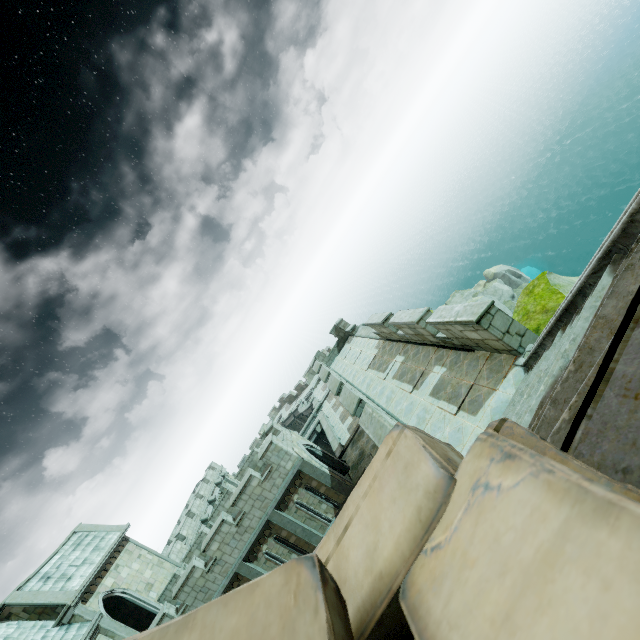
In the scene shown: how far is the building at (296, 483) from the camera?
17.8 meters

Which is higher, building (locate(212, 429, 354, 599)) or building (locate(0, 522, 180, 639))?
building (locate(0, 522, 180, 639))

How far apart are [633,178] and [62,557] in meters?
73.1

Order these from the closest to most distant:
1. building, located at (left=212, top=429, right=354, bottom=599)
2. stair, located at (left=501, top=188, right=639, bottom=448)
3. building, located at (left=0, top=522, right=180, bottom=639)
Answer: stair, located at (left=501, top=188, right=639, bottom=448)
building, located at (left=0, top=522, right=180, bottom=639)
building, located at (left=212, top=429, right=354, bottom=599)

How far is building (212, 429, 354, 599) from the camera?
17.8 meters

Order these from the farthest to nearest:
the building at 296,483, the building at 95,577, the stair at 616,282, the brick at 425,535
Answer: the building at 296,483 < the building at 95,577 < the stair at 616,282 < the brick at 425,535

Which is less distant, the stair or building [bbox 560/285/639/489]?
building [bbox 560/285/639/489]

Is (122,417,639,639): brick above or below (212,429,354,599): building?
above
